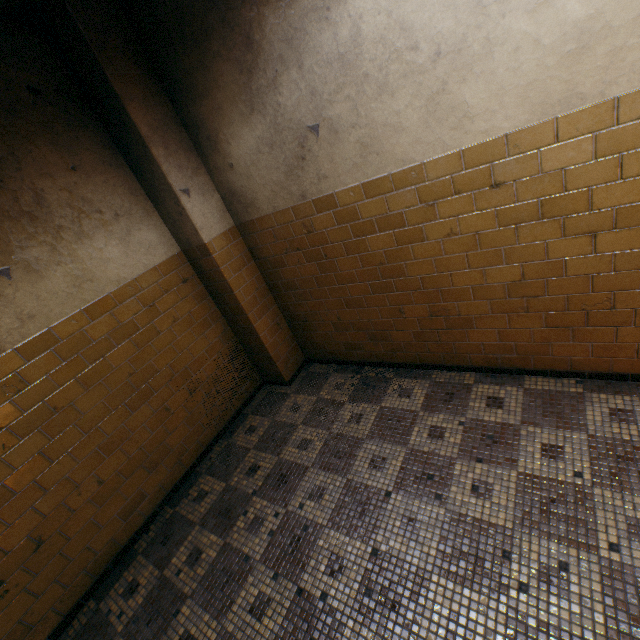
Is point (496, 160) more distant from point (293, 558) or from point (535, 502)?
point (293, 558)
